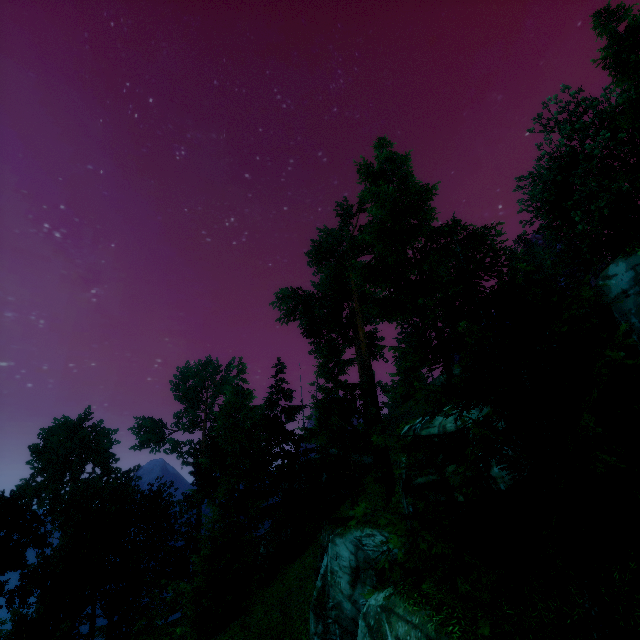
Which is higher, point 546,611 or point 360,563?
point 546,611
